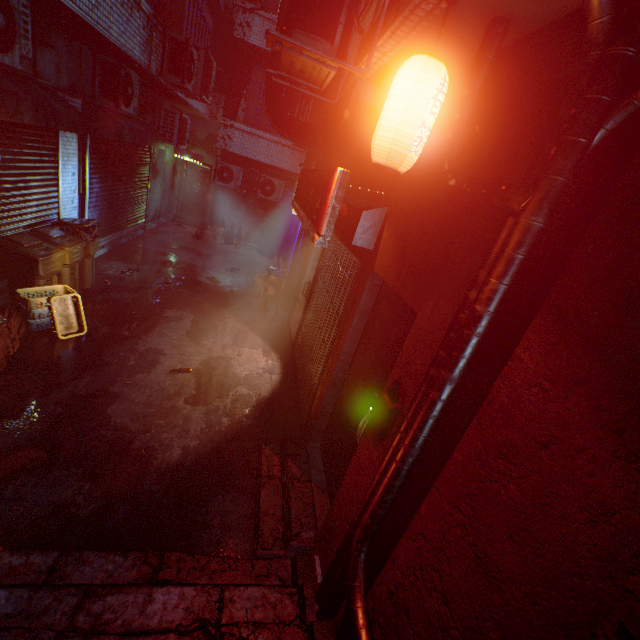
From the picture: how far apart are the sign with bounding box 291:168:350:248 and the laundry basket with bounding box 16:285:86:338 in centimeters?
325cm

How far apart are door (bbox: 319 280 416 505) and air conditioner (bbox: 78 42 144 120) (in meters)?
5.84

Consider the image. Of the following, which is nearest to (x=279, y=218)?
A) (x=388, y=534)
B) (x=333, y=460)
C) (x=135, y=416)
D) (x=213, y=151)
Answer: (x=213, y=151)

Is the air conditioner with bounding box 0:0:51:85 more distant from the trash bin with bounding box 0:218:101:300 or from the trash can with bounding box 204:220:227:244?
the trash can with bounding box 204:220:227:244

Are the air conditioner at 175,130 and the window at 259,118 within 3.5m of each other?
yes

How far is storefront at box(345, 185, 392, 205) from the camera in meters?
2.8

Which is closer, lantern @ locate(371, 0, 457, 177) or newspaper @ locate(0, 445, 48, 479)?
lantern @ locate(371, 0, 457, 177)

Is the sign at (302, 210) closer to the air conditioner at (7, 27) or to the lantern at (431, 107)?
the lantern at (431, 107)
